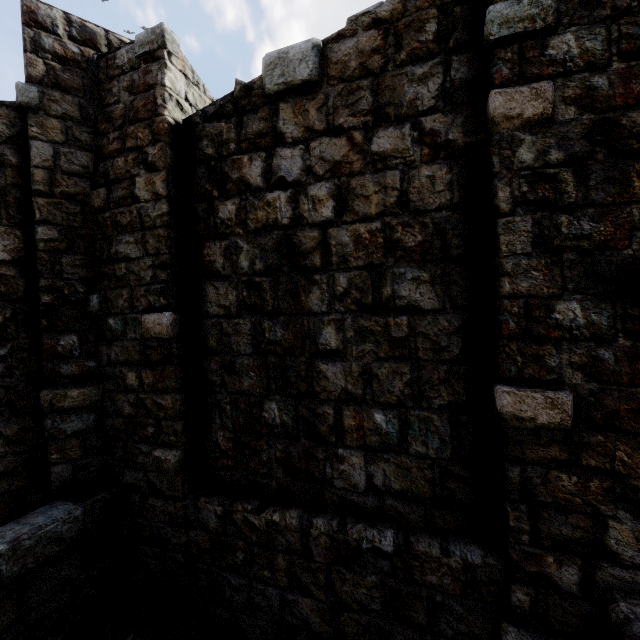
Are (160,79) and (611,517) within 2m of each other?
no
